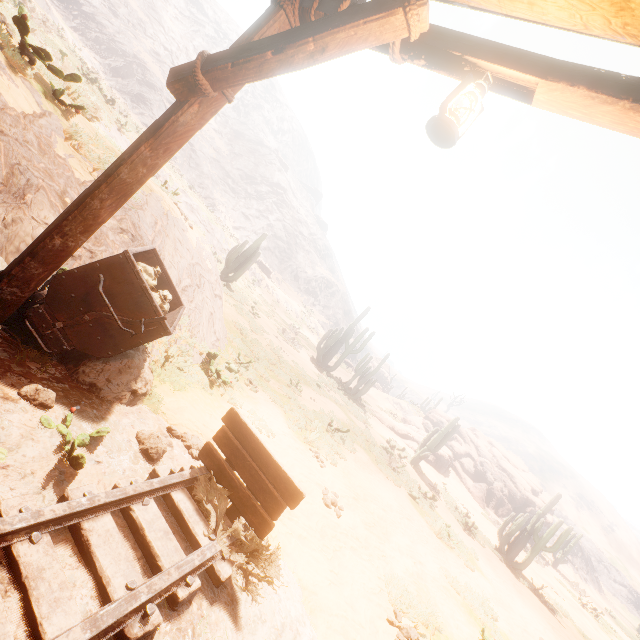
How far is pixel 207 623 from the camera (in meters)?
2.36

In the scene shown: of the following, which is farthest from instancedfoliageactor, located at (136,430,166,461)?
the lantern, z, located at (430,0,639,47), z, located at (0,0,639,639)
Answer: z, located at (0,0,639,639)

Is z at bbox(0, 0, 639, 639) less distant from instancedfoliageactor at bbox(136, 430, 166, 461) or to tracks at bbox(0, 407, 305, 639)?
instancedfoliageactor at bbox(136, 430, 166, 461)

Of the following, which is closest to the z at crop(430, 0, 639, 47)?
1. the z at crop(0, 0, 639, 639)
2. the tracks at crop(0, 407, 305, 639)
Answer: the tracks at crop(0, 407, 305, 639)

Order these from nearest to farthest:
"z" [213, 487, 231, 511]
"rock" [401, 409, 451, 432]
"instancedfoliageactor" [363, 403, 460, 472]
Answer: "z" [213, 487, 231, 511] < "instancedfoliageactor" [363, 403, 460, 472] < "rock" [401, 409, 451, 432]

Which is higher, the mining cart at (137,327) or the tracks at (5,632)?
the mining cart at (137,327)

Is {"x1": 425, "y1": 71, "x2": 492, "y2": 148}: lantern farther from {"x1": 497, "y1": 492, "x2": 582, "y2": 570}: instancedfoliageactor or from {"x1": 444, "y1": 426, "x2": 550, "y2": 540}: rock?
{"x1": 444, "y1": 426, "x2": 550, "y2": 540}: rock

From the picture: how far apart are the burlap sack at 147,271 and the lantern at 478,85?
3.3m
